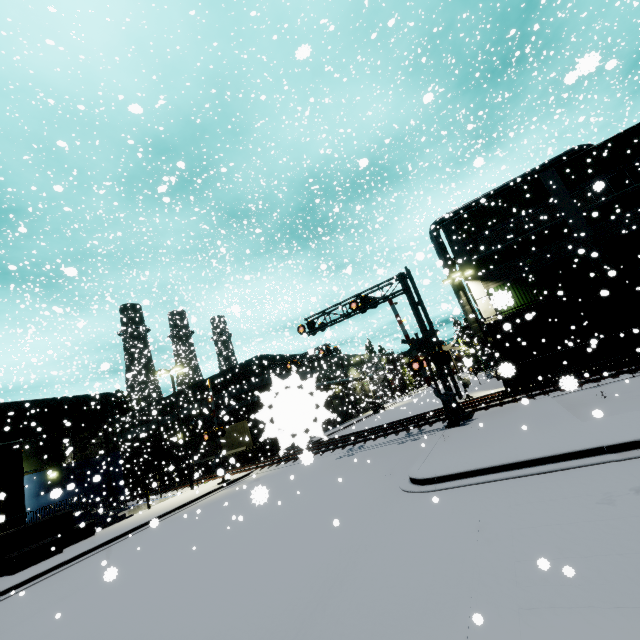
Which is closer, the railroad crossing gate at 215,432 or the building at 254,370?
the railroad crossing gate at 215,432

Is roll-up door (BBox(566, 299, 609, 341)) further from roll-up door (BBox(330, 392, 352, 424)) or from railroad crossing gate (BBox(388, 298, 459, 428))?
roll-up door (BBox(330, 392, 352, 424))

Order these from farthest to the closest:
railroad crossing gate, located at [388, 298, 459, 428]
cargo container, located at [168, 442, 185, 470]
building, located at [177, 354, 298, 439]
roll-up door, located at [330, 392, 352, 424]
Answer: roll-up door, located at [330, 392, 352, 424] < building, located at [177, 354, 298, 439] < cargo container, located at [168, 442, 185, 470] < railroad crossing gate, located at [388, 298, 459, 428]

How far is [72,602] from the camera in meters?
9.4

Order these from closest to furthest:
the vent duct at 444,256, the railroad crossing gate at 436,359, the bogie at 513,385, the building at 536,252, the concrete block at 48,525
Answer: the concrete block at 48,525 → the railroad crossing gate at 436,359 → the bogie at 513,385 → the building at 536,252 → the vent duct at 444,256

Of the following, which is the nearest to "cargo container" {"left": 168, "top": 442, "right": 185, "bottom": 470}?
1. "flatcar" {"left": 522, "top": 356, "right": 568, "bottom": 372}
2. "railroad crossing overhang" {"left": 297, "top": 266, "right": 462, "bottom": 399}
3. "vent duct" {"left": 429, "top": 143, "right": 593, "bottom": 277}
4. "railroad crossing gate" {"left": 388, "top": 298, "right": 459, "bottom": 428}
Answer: "railroad crossing gate" {"left": 388, "top": 298, "right": 459, "bottom": 428}

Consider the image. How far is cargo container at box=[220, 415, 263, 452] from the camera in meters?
31.2

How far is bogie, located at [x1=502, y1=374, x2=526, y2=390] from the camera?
20.9 meters
